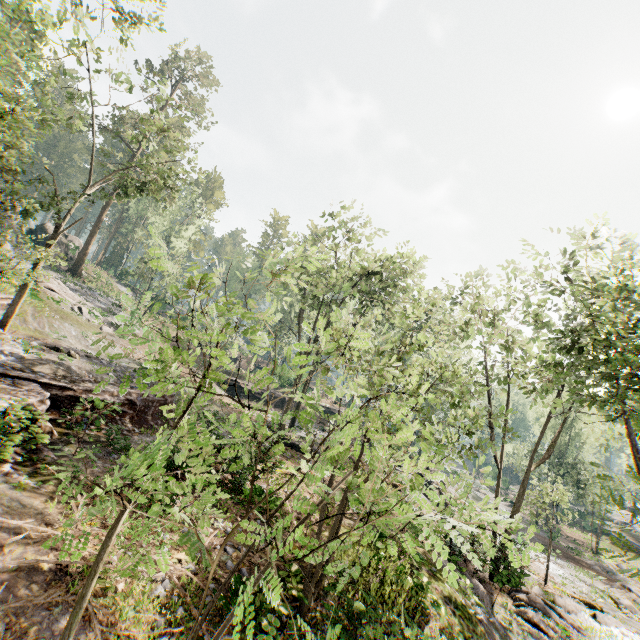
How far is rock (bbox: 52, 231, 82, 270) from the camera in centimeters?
3832cm

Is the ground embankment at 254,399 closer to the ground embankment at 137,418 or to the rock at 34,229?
the ground embankment at 137,418

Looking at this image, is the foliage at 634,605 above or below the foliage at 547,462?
below

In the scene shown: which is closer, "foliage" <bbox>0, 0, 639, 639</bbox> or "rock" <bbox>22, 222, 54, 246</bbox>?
"foliage" <bbox>0, 0, 639, 639</bbox>

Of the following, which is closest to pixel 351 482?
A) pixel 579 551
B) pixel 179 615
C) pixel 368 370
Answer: pixel 368 370

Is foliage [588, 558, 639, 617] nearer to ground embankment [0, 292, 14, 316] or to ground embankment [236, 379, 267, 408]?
ground embankment [0, 292, 14, 316]

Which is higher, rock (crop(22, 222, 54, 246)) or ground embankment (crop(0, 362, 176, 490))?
rock (crop(22, 222, 54, 246))

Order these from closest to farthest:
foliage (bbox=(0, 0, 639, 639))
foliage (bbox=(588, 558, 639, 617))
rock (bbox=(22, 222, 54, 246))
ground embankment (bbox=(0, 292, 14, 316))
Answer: foliage (bbox=(0, 0, 639, 639)) < ground embankment (bbox=(0, 292, 14, 316)) < foliage (bbox=(588, 558, 639, 617)) < rock (bbox=(22, 222, 54, 246))
